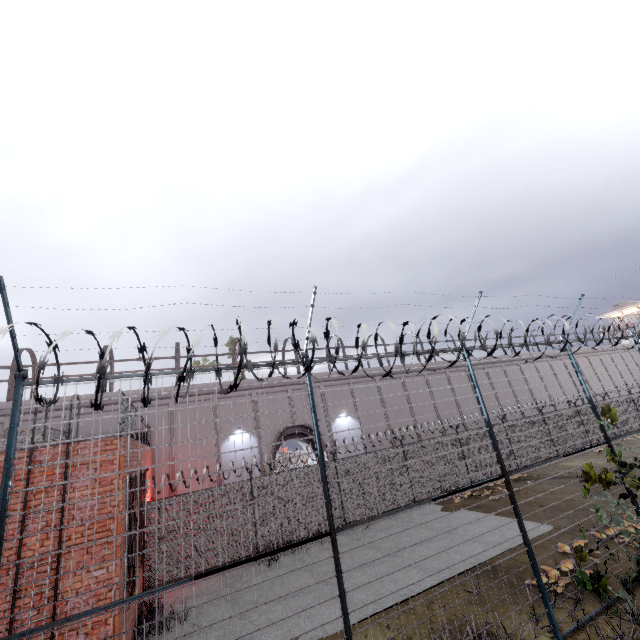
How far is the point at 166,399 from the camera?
19.3m

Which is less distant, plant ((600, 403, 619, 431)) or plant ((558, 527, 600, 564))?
plant ((558, 527, 600, 564))

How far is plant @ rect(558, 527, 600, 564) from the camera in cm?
648

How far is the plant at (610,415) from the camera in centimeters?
810cm

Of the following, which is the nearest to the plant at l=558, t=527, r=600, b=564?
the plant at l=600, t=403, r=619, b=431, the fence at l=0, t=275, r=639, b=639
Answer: the fence at l=0, t=275, r=639, b=639

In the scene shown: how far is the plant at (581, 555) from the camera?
6.5 meters

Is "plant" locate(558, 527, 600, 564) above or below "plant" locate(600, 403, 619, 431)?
below
